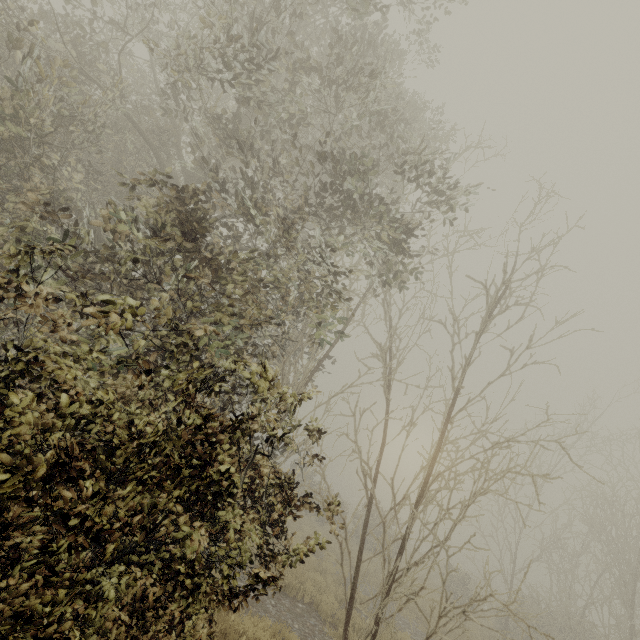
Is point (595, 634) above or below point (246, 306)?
below
